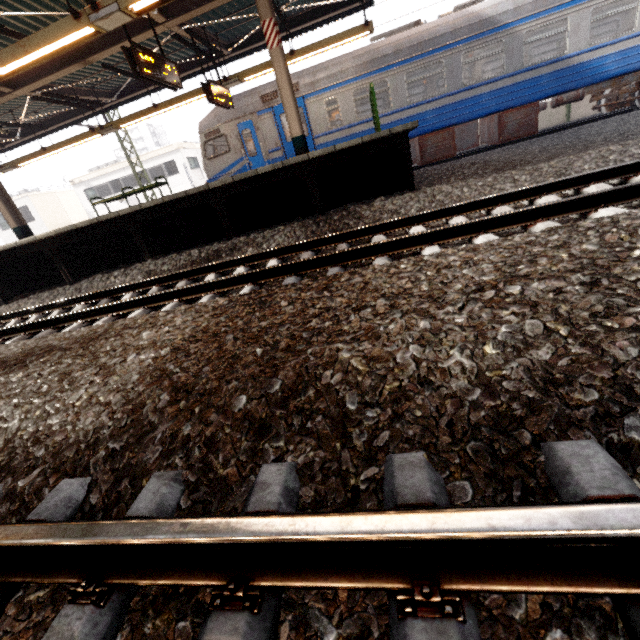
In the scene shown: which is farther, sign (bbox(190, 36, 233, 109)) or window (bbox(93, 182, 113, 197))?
window (bbox(93, 182, 113, 197))

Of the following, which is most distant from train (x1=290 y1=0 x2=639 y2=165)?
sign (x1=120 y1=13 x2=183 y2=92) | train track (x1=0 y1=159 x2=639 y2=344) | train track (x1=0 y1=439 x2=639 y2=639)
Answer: train track (x1=0 y1=439 x2=639 y2=639)

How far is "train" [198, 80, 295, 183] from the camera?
11.2m

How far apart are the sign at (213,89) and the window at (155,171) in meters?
22.3

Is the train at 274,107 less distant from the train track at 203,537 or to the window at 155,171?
the train track at 203,537

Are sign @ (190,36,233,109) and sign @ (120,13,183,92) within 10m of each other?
yes

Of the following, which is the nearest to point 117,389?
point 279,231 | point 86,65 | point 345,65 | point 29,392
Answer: point 29,392

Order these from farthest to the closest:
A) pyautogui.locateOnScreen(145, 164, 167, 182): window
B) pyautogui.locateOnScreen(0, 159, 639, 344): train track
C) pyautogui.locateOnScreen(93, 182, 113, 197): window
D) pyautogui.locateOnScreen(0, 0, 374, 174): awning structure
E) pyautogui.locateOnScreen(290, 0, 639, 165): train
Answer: pyautogui.locateOnScreen(93, 182, 113, 197): window → pyautogui.locateOnScreen(145, 164, 167, 182): window → pyautogui.locateOnScreen(290, 0, 639, 165): train → pyautogui.locateOnScreen(0, 0, 374, 174): awning structure → pyautogui.locateOnScreen(0, 159, 639, 344): train track
